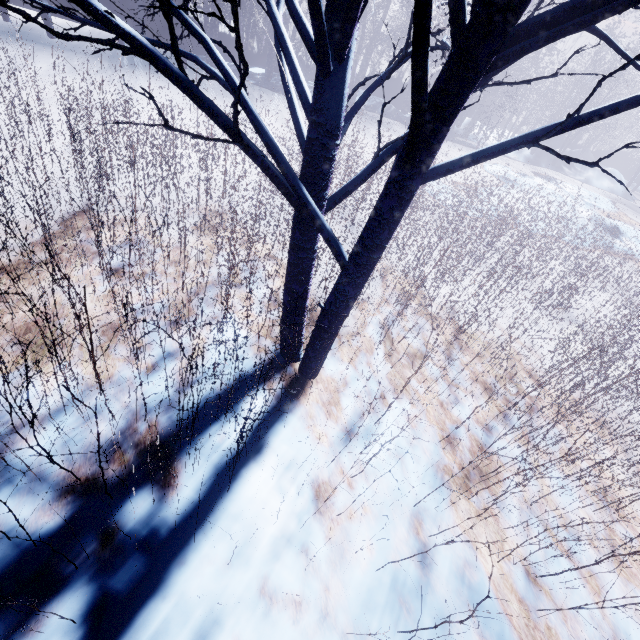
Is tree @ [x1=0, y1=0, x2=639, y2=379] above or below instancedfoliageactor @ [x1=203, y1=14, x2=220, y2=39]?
above

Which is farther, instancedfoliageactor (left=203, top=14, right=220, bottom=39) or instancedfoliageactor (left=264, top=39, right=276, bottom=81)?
instancedfoliageactor (left=264, top=39, right=276, bottom=81)

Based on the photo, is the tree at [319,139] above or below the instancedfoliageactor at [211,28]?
above

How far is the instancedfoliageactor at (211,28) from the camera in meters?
10.1

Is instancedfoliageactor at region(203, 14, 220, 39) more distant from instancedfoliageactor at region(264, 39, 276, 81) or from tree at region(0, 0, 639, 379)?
tree at region(0, 0, 639, 379)

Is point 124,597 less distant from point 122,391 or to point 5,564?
point 5,564

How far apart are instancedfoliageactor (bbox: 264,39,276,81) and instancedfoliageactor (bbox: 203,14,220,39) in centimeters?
204cm
